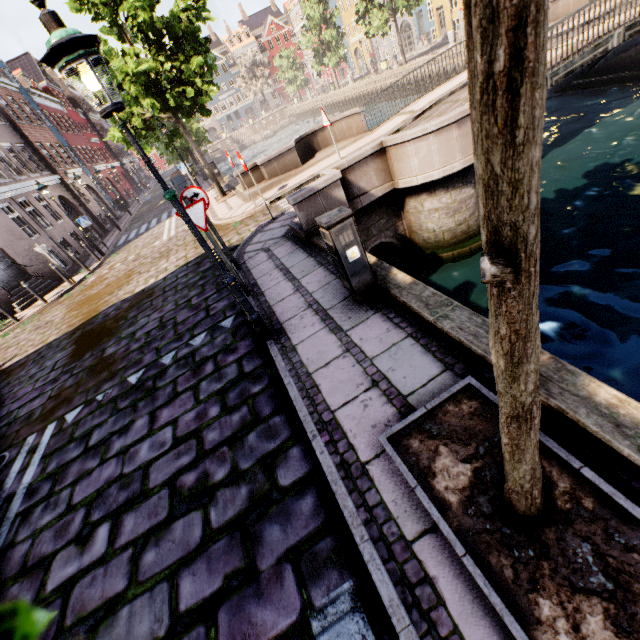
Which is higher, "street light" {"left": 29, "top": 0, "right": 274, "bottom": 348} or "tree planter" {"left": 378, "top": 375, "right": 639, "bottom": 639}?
"street light" {"left": 29, "top": 0, "right": 274, "bottom": 348}

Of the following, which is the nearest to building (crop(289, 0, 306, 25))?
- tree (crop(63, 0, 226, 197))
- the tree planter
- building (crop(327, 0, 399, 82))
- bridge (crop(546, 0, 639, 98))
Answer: tree (crop(63, 0, 226, 197))

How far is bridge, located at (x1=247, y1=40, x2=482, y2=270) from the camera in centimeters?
668cm

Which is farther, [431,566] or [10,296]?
[10,296]

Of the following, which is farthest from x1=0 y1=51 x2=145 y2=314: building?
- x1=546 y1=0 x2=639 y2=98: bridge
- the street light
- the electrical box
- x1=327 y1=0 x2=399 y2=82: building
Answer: x1=327 y1=0 x2=399 y2=82: building

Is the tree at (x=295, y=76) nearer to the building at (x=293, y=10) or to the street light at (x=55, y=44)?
the building at (x=293, y=10)

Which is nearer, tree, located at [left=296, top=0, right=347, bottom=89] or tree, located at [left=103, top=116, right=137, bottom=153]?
tree, located at [left=103, top=116, right=137, bottom=153]

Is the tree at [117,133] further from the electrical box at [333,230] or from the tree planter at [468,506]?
the electrical box at [333,230]
